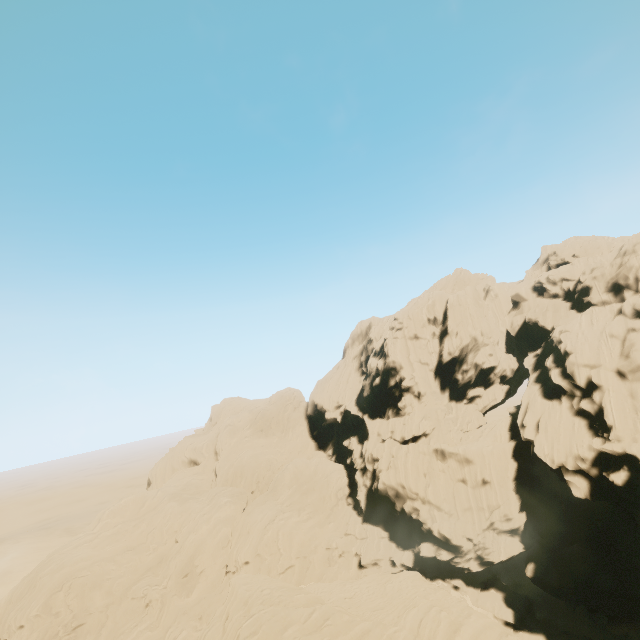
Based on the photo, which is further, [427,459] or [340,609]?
[427,459]
